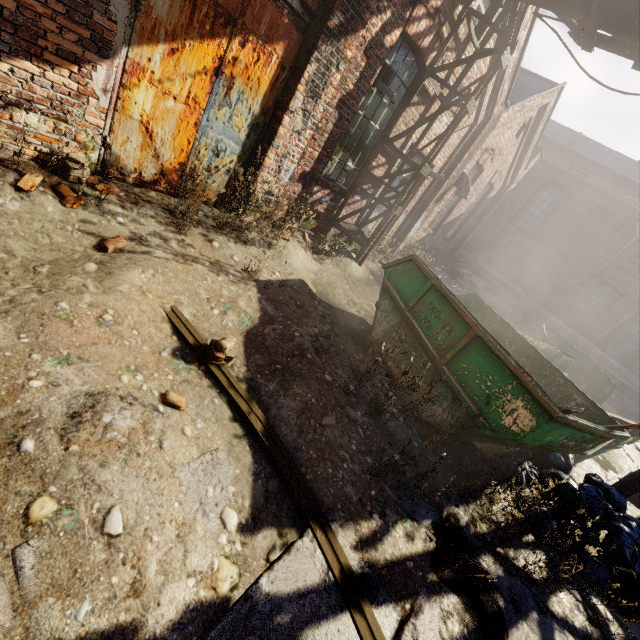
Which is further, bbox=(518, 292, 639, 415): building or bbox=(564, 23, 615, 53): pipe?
bbox=(518, 292, 639, 415): building

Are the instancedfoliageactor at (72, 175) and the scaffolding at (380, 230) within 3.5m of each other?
no

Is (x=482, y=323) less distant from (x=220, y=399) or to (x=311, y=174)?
(x=311, y=174)

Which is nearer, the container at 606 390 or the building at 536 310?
the container at 606 390

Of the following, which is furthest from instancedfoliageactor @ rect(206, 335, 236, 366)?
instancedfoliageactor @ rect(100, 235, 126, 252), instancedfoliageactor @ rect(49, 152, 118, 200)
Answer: instancedfoliageactor @ rect(49, 152, 118, 200)

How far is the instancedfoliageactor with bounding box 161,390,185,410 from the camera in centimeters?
235cm

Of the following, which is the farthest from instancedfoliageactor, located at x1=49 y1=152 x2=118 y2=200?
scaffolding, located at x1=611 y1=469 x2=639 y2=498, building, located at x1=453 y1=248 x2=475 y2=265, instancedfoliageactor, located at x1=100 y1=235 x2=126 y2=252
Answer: building, located at x1=453 y1=248 x2=475 y2=265

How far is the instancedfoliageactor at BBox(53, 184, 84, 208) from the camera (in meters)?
3.34
